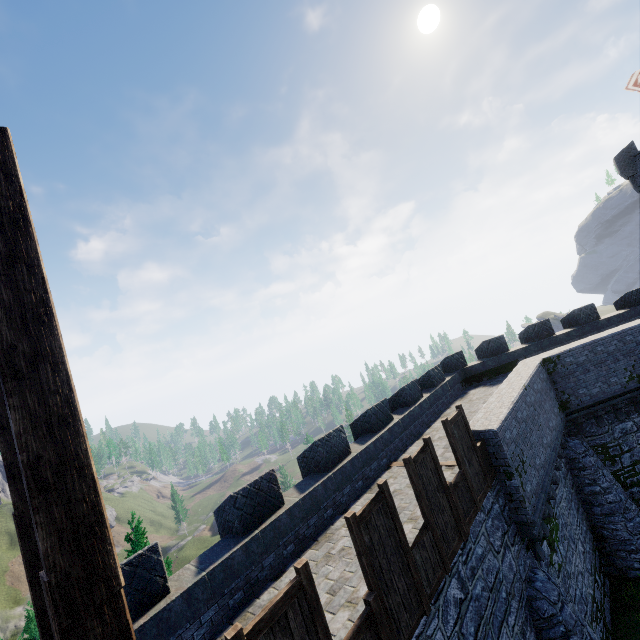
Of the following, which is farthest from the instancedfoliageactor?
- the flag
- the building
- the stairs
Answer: the flag

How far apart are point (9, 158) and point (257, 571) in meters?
8.3 m

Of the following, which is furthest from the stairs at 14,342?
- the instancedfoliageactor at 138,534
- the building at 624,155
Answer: the building at 624,155

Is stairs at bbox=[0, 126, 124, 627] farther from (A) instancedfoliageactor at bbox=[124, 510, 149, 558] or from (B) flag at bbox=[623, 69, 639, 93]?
(B) flag at bbox=[623, 69, 639, 93]

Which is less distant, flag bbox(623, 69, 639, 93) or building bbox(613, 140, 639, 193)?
flag bbox(623, 69, 639, 93)

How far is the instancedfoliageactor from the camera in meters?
12.2

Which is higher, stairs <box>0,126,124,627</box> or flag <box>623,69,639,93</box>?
flag <box>623,69,639,93</box>
